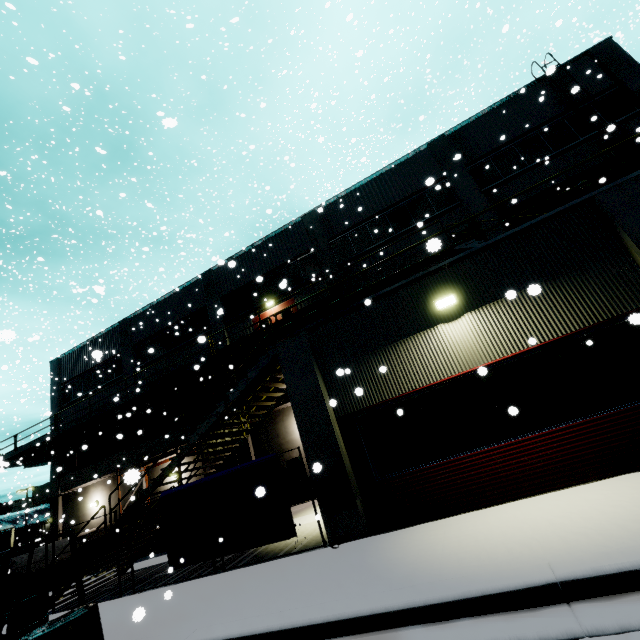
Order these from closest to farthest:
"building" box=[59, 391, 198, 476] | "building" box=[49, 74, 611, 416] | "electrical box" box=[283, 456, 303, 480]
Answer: "building" box=[49, 74, 611, 416]
"electrical box" box=[283, 456, 303, 480]
"building" box=[59, 391, 198, 476]

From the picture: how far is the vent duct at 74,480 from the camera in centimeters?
1877cm

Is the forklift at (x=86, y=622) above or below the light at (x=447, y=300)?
below

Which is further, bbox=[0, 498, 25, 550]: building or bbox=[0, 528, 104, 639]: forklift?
bbox=[0, 498, 25, 550]: building

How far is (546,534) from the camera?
4.2m

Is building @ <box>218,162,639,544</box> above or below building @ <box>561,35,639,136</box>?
below

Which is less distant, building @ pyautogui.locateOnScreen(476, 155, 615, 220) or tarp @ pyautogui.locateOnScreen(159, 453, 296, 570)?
tarp @ pyautogui.locateOnScreen(159, 453, 296, 570)

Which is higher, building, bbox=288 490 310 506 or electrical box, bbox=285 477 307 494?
electrical box, bbox=285 477 307 494
